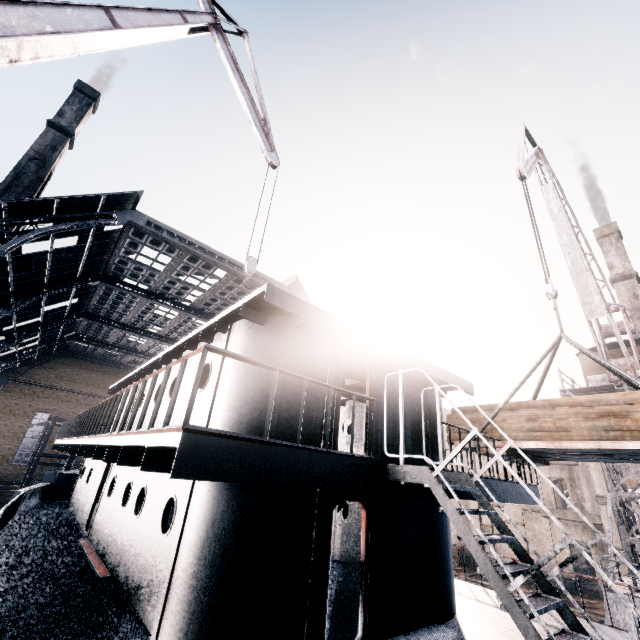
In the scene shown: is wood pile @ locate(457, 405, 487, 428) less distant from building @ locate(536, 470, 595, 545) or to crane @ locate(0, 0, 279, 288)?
crane @ locate(0, 0, 279, 288)

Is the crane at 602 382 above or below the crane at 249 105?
below

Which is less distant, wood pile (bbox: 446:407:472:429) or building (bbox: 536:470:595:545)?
wood pile (bbox: 446:407:472:429)

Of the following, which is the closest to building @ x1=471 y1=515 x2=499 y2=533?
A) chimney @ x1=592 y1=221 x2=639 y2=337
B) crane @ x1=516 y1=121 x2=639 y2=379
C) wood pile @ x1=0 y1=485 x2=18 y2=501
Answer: chimney @ x1=592 y1=221 x2=639 y2=337

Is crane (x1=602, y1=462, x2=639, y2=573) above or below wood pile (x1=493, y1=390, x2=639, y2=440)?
below

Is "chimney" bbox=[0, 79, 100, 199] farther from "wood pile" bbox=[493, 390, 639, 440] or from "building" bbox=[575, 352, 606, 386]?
"building" bbox=[575, 352, 606, 386]

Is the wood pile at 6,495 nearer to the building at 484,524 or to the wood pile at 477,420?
the building at 484,524

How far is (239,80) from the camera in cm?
1395
